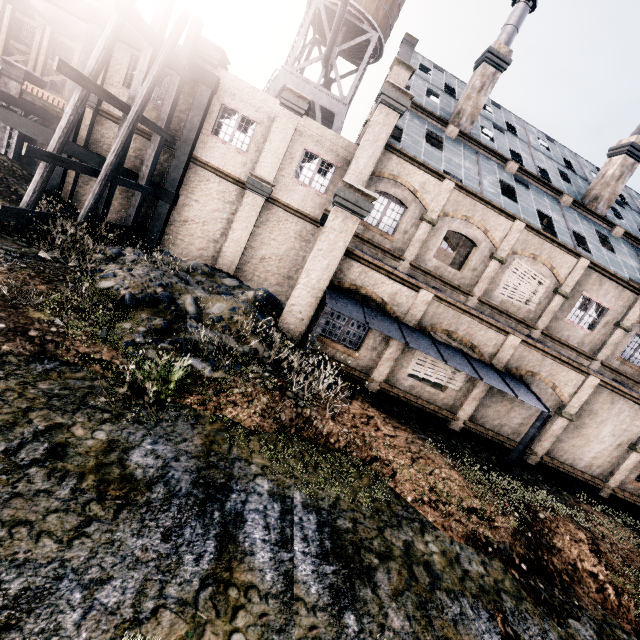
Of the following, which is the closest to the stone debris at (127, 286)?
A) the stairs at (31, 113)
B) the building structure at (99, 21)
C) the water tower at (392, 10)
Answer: the building structure at (99, 21)

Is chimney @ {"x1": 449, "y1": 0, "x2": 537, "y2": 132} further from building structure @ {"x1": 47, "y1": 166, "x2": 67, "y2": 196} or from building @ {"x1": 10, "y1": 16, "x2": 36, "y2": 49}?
building structure @ {"x1": 47, "y1": 166, "x2": 67, "y2": 196}

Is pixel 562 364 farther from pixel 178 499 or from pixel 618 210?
pixel 618 210

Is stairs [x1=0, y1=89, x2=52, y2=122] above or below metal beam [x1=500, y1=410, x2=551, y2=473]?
above

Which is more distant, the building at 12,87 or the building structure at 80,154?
the building at 12,87

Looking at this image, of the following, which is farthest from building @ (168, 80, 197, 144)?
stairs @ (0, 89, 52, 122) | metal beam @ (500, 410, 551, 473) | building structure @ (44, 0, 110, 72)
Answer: metal beam @ (500, 410, 551, 473)

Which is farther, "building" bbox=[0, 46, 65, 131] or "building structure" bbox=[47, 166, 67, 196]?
"building" bbox=[0, 46, 65, 131]
